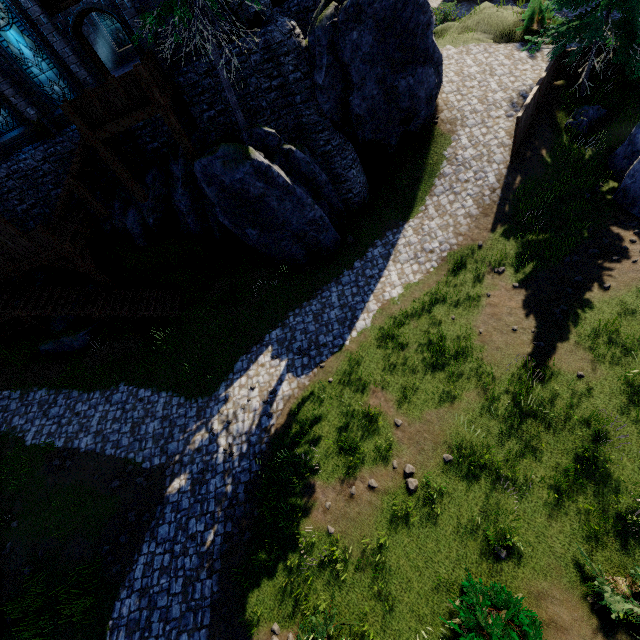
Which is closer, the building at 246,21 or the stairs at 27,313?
the building at 246,21

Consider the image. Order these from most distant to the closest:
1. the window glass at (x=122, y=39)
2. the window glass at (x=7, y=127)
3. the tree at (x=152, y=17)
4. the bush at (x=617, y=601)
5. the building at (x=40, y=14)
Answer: the window glass at (x=122, y=39)
the window glass at (x=7, y=127)
the building at (x=40, y=14)
the tree at (x=152, y=17)
the bush at (x=617, y=601)

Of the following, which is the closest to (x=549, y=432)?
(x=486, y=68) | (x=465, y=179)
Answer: (x=465, y=179)

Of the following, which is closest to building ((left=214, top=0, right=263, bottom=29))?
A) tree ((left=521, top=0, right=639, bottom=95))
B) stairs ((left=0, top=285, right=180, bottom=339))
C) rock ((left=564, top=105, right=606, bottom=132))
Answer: stairs ((left=0, top=285, right=180, bottom=339))

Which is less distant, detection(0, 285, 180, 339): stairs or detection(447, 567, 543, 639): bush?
detection(447, 567, 543, 639): bush

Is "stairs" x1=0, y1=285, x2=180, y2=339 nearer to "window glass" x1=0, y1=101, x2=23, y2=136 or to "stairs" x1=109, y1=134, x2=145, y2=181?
"stairs" x1=109, y1=134, x2=145, y2=181

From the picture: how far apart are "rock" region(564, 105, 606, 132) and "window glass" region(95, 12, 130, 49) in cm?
2626

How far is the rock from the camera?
14.78m
